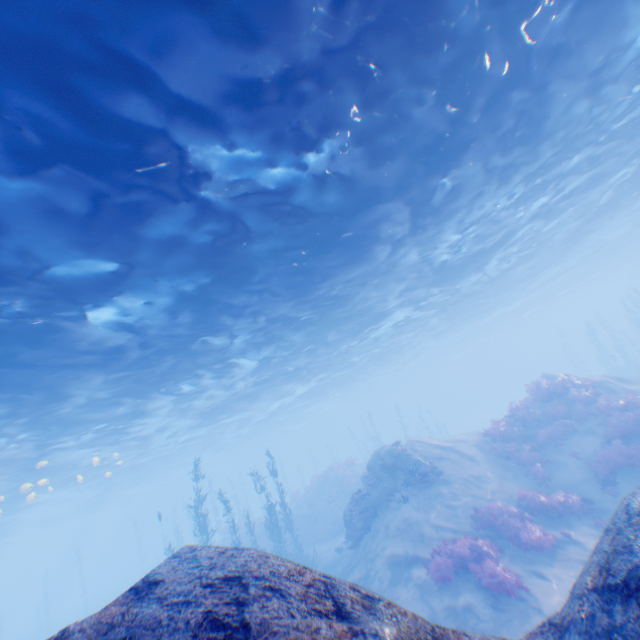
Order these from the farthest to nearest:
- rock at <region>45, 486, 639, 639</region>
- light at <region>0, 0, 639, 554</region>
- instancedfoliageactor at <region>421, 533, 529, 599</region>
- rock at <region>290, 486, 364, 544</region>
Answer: rock at <region>290, 486, 364, 544</region>
instancedfoliageactor at <region>421, 533, 529, 599</region>
light at <region>0, 0, 639, 554</region>
rock at <region>45, 486, 639, 639</region>

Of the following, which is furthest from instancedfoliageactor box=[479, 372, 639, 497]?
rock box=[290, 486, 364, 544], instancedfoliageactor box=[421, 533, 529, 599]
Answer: rock box=[290, 486, 364, 544]

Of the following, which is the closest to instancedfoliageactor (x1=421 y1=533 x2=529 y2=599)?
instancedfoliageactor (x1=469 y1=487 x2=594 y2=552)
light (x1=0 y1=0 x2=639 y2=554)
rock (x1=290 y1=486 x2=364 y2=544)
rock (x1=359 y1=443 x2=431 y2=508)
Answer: instancedfoliageactor (x1=469 y1=487 x2=594 y2=552)

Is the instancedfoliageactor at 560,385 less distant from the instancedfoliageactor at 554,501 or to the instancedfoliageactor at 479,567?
the instancedfoliageactor at 554,501

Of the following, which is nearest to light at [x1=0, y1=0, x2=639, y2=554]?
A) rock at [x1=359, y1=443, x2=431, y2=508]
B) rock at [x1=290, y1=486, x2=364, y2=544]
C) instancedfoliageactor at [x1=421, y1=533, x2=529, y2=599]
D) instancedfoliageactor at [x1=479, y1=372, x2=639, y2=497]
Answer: rock at [x1=359, y1=443, x2=431, y2=508]

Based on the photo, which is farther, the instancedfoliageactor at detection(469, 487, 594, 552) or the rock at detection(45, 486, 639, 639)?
the instancedfoliageactor at detection(469, 487, 594, 552)

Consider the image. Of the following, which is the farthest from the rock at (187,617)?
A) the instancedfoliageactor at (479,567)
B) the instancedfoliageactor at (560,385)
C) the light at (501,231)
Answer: the instancedfoliageactor at (479,567)

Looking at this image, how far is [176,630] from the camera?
3.1m
